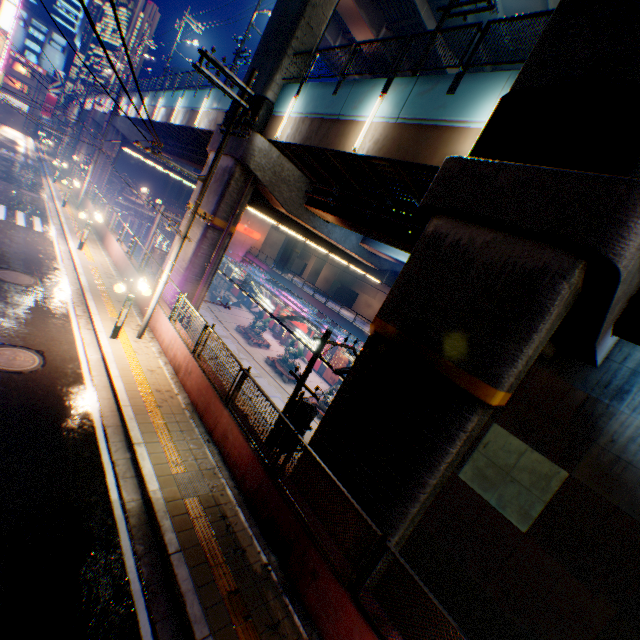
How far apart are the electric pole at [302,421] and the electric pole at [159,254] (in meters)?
15.69

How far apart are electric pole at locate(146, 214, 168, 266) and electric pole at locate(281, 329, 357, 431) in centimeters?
1569cm

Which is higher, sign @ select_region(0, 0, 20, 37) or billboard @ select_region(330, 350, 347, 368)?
sign @ select_region(0, 0, 20, 37)

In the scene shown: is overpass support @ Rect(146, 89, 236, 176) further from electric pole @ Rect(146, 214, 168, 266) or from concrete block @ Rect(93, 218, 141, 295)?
electric pole @ Rect(146, 214, 168, 266)

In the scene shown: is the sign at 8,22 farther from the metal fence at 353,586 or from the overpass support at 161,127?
the overpass support at 161,127

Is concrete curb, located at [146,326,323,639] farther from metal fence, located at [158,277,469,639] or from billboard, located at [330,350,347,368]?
billboard, located at [330,350,347,368]

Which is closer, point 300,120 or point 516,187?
point 516,187

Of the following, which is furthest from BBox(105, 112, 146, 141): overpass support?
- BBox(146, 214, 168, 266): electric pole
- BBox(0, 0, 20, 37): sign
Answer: BBox(0, 0, 20, 37): sign
